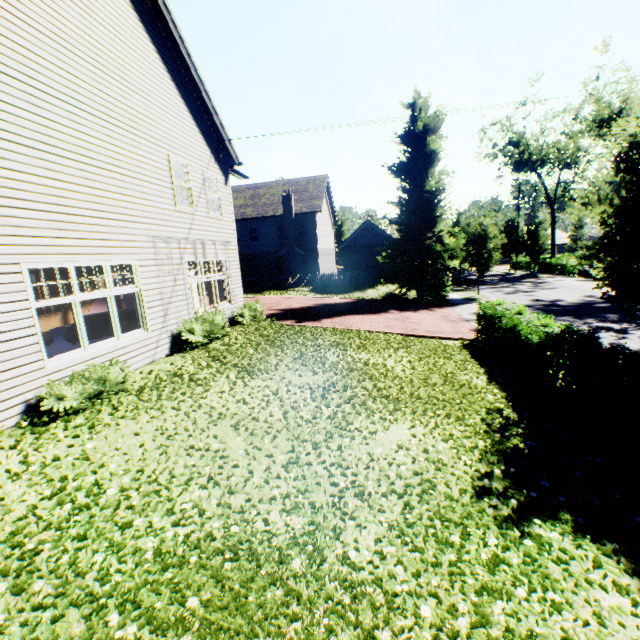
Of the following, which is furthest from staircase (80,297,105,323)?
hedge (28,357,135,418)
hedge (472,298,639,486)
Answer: hedge (472,298,639,486)

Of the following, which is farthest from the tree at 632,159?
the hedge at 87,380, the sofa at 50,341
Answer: the sofa at 50,341

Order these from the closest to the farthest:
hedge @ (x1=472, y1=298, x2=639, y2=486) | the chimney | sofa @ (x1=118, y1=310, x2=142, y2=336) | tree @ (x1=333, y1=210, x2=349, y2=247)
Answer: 1. hedge @ (x1=472, y1=298, x2=639, y2=486)
2. sofa @ (x1=118, y1=310, x2=142, y2=336)
3. the chimney
4. tree @ (x1=333, y1=210, x2=349, y2=247)

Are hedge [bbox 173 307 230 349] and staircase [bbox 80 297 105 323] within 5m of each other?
yes

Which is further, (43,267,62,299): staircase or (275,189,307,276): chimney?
(275,189,307,276): chimney

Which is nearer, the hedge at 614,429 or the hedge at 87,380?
the hedge at 614,429

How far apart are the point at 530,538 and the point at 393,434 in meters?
2.6

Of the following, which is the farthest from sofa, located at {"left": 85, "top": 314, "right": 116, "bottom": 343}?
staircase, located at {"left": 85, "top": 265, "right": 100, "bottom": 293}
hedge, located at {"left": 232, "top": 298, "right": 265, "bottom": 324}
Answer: hedge, located at {"left": 232, "top": 298, "right": 265, "bottom": 324}
